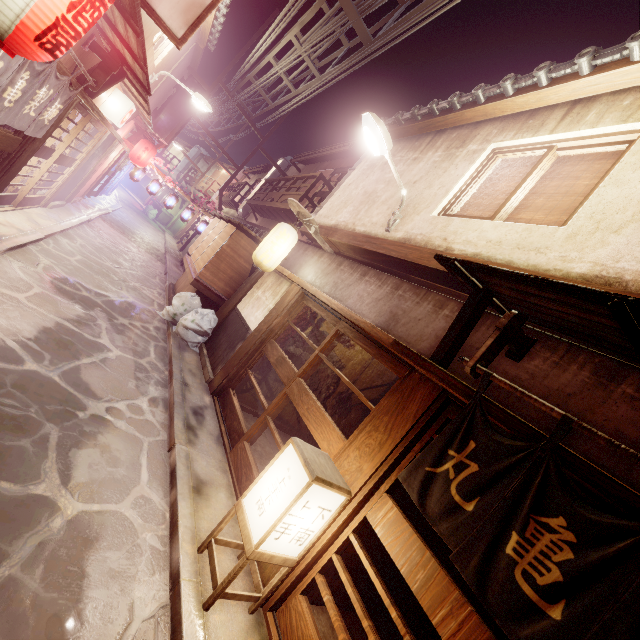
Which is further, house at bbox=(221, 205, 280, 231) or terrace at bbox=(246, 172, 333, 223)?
house at bbox=(221, 205, 280, 231)

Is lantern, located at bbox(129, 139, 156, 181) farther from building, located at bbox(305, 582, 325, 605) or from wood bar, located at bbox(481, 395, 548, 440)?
building, located at bbox(305, 582, 325, 605)

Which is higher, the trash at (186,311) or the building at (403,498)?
the building at (403,498)

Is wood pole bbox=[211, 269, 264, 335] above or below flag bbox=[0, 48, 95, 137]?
below

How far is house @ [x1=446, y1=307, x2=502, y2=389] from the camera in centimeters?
614cm

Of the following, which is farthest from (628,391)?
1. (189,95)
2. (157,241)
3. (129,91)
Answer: (157,241)

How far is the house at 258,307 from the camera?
12.91m

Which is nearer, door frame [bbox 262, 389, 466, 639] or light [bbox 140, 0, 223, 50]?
door frame [bbox 262, 389, 466, 639]
